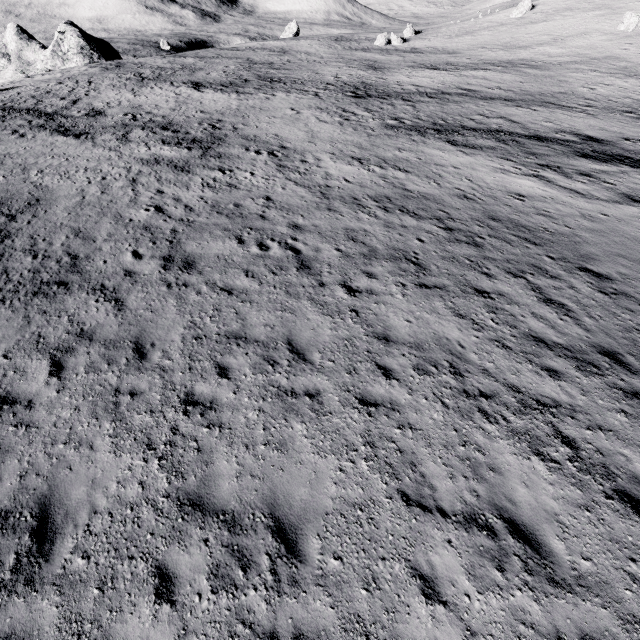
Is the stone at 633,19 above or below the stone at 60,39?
above

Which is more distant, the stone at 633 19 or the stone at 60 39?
the stone at 633 19

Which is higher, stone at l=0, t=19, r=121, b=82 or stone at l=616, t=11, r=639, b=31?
stone at l=616, t=11, r=639, b=31

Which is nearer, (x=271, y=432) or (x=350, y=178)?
(x=271, y=432)

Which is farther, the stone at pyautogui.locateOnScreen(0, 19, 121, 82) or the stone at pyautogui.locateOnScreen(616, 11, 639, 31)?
the stone at pyautogui.locateOnScreen(616, 11, 639, 31)
